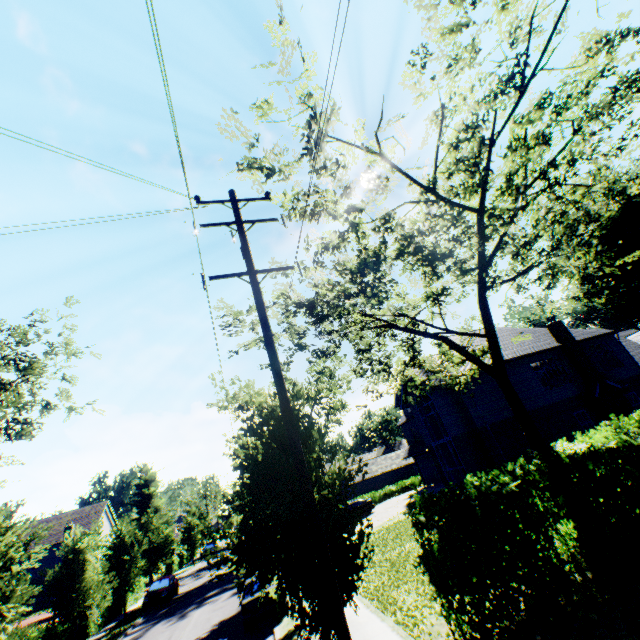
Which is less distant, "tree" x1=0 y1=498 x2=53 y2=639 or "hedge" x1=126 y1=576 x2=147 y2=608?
"tree" x1=0 y1=498 x2=53 y2=639

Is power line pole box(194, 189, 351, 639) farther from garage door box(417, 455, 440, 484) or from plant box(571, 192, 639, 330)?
plant box(571, 192, 639, 330)

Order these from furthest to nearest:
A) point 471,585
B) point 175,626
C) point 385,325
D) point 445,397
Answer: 1. point 445,397
2. point 175,626
3. point 385,325
4. point 471,585

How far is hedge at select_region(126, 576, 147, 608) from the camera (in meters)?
28.16

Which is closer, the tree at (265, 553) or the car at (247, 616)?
the tree at (265, 553)

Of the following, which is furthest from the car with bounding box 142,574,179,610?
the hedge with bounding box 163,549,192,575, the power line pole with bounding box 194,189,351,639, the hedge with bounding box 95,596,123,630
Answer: the power line pole with bounding box 194,189,351,639

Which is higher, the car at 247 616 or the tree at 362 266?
the tree at 362 266

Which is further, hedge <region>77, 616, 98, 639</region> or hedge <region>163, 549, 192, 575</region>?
hedge <region>163, 549, 192, 575</region>
